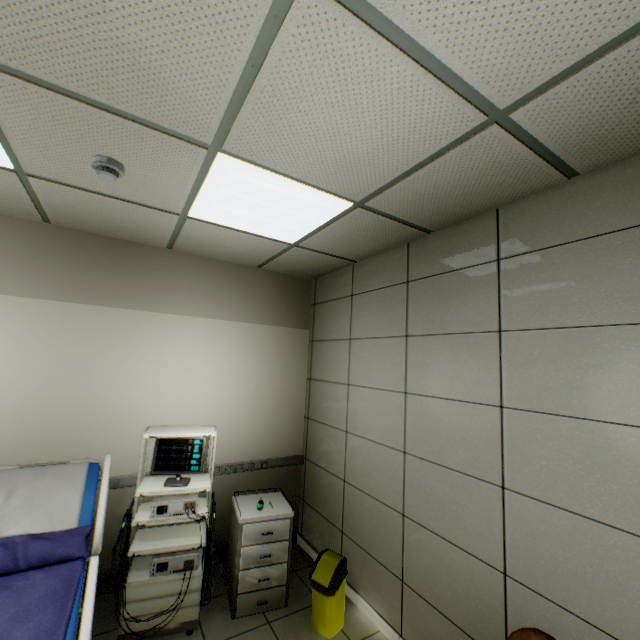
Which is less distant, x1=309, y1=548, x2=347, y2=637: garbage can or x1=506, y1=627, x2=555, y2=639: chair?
x1=506, y1=627, x2=555, y2=639: chair

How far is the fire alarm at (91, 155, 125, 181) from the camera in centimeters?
186cm

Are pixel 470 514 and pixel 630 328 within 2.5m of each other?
yes

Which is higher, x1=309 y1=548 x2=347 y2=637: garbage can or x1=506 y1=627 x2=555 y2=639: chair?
x1=506 y1=627 x2=555 y2=639: chair

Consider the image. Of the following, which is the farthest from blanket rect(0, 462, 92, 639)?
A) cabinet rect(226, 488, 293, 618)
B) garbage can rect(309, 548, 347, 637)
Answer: garbage can rect(309, 548, 347, 637)

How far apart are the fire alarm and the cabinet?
2.8m

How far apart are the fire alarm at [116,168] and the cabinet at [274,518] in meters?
2.8

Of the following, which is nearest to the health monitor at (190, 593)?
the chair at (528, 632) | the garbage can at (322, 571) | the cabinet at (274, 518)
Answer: the cabinet at (274, 518)
